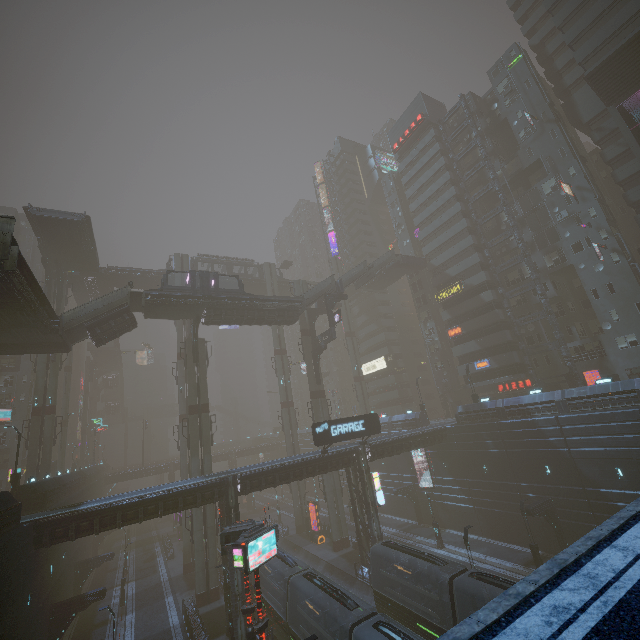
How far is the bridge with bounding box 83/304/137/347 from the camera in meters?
30.4 m

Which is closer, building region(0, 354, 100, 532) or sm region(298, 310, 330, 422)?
building region(0, 354, 100, 532)

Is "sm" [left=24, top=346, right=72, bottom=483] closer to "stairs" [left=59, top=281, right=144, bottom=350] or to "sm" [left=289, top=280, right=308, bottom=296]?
"stairs" [left=59, top=281, right=144, bottom=350]

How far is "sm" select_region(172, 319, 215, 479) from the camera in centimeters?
3538cm

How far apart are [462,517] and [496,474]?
7.9m

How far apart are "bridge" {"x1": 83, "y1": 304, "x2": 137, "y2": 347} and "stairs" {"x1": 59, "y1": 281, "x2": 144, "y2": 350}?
0.0m

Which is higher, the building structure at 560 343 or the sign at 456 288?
the sign at 456 288

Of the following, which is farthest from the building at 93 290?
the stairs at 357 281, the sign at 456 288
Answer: the sign at 456 288
